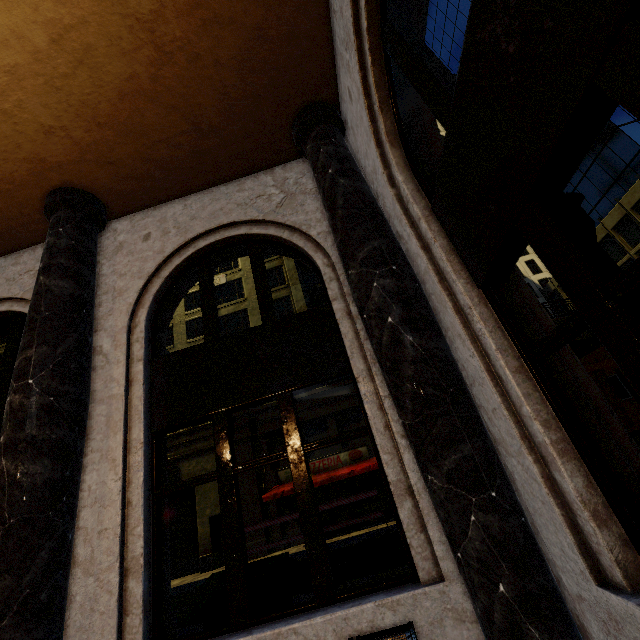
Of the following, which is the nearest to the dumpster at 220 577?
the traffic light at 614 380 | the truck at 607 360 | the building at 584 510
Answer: the building at 584 510

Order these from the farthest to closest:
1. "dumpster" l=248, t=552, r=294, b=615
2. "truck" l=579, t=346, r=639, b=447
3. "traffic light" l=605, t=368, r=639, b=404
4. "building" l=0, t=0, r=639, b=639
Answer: "truck" l=579, t=346, r=639, b=447 → "traffic light" l=605, t=368, r=639, b=404 → "dumpster" l=248, t=552, r=294, b=615 → "building" l=0, t=0, r=639, b=639

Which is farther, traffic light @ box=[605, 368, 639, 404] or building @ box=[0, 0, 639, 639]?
traffic light @ box=[605, 368, 639, 404]

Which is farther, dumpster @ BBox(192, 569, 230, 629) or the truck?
the truck

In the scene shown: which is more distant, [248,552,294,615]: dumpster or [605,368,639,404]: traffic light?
[605,368,639,404]: traffic light

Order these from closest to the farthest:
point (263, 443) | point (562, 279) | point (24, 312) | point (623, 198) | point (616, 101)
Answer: point (616, 101)
point (562, 279)
point (24, 312)
point (263, 443)
point (623, 198)

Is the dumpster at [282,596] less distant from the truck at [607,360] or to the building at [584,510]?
the building at [584,510]
